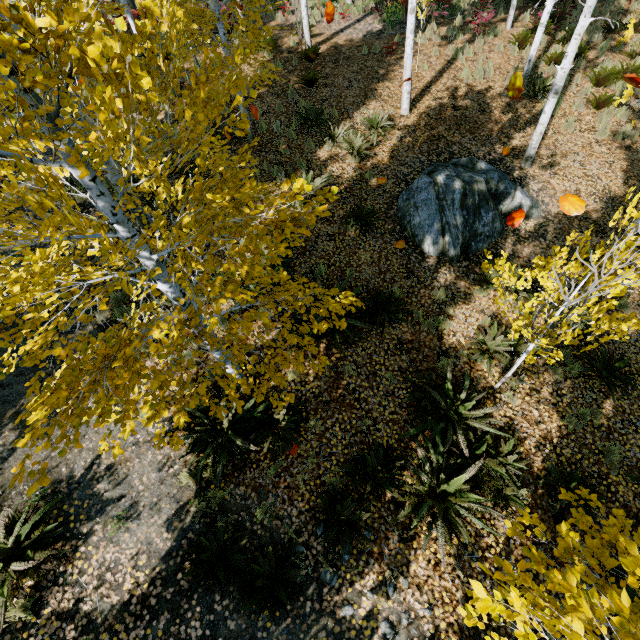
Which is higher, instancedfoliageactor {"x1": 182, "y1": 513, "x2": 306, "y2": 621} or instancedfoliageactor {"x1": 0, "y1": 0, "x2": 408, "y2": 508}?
instancedfoliageactor {"x1": 0, "y1": 0, "x2": 408, "y2": 508}

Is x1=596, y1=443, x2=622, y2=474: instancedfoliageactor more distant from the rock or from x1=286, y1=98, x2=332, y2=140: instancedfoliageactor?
x1=286, y1=98, x2=332, y2=140: instancedfoliageactor

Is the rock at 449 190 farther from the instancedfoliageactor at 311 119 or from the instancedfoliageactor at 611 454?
the instancedfoliageactor at 311 119

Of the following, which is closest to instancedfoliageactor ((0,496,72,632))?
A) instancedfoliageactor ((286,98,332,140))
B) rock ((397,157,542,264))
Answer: rock ((397,157,542,264))

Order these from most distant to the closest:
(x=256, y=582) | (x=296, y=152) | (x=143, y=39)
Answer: (x=296, y=152) < (x=256, y=582) < (x=143, y=39)
